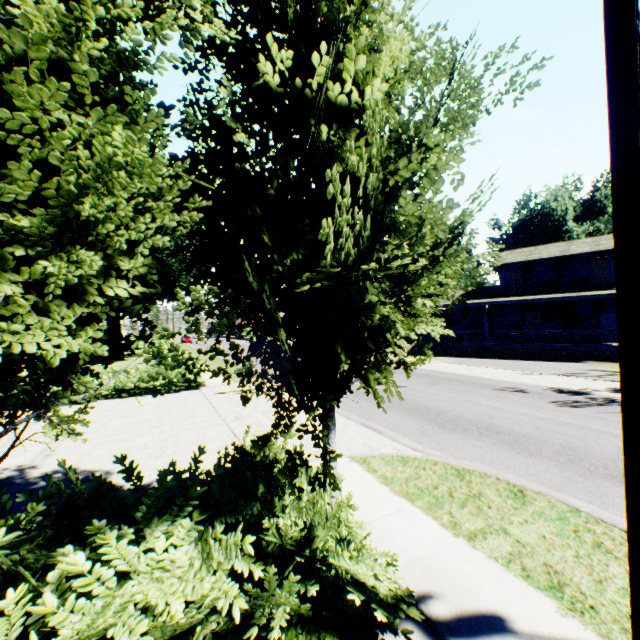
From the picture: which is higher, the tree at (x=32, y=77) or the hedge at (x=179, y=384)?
the tree at (x=32, y=77)

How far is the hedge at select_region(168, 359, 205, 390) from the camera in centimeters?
1438cm

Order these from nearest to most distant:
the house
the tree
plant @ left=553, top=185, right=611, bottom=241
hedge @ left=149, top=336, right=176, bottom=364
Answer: the tree, hedge @ left=149, top=336, right=176, bottom=364, the house, plant @ left=553, top=185, right=611, bottom=241

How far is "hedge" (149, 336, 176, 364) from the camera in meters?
18.4 m

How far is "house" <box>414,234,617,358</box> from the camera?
23.64m

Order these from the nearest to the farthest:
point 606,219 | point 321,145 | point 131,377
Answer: point 321,145 < point 131,377 < point 606,219

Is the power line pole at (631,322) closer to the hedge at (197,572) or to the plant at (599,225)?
the hedge at (197,572)

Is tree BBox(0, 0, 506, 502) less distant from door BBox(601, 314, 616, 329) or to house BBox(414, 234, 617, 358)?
house BBox(414, 234, 617, 358)
